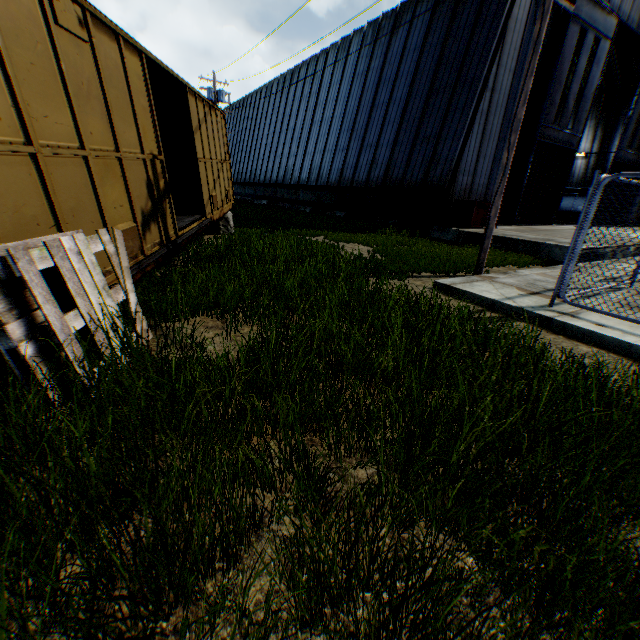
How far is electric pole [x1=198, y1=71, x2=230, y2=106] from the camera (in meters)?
24.35

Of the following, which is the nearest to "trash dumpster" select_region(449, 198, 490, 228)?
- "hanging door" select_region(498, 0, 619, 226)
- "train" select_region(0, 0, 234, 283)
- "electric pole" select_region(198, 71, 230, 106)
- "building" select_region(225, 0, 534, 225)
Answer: "building" select_region(225, 0, 534, 225)

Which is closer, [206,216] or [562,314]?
[562,314]

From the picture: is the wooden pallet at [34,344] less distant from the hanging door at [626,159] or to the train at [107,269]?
the train at [107,269]

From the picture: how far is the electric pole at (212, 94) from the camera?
24.35m

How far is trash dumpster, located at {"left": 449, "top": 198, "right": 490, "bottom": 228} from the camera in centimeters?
1413cm

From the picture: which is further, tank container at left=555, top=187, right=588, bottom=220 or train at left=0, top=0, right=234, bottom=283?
tank container at left=555, top=187, right=588, bottom=220

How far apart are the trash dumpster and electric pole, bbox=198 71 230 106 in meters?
20.3 m
